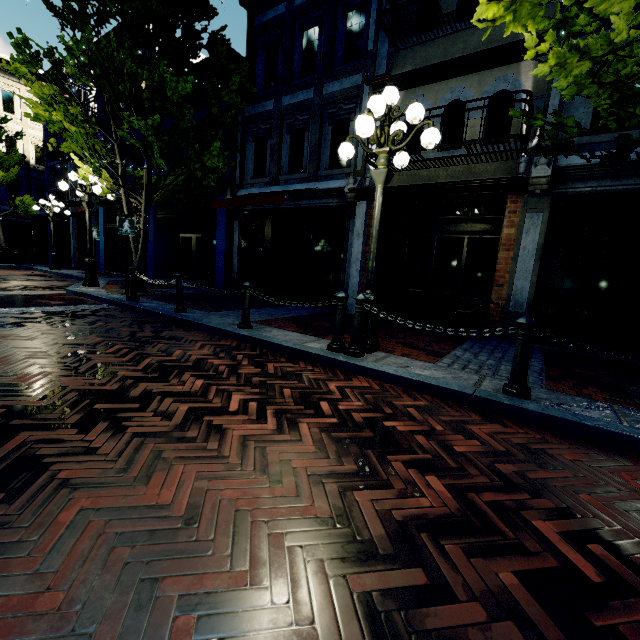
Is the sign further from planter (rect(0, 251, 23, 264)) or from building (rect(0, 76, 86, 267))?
planter (rect(0, 251, 23, 264))

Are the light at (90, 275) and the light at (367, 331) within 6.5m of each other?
no

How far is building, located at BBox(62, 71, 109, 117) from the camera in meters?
14.3 m

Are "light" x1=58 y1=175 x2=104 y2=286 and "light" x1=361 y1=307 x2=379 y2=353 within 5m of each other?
no

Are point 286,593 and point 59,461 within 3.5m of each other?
yes

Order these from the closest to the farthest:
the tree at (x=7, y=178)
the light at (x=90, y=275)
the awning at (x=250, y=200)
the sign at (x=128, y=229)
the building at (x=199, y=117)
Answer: the sign at (x=128, y=229) < the awning at (x=250, y=200) < the light at (x=90, y=275) < the building at (x=199, y=117) < the tree at (x=7, y=178)

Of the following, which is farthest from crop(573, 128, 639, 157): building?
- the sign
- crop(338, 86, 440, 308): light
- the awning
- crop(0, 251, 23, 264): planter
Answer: the sign

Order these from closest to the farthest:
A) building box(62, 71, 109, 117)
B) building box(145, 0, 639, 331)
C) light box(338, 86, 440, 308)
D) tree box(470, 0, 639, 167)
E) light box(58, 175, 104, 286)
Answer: tree box(470, 0, 639, 167), light box(338, 86, 440, 308), building box(145, 0, 639, 331), light box(58, 175, 104, 286), building box(62, 71, 109, 117)
